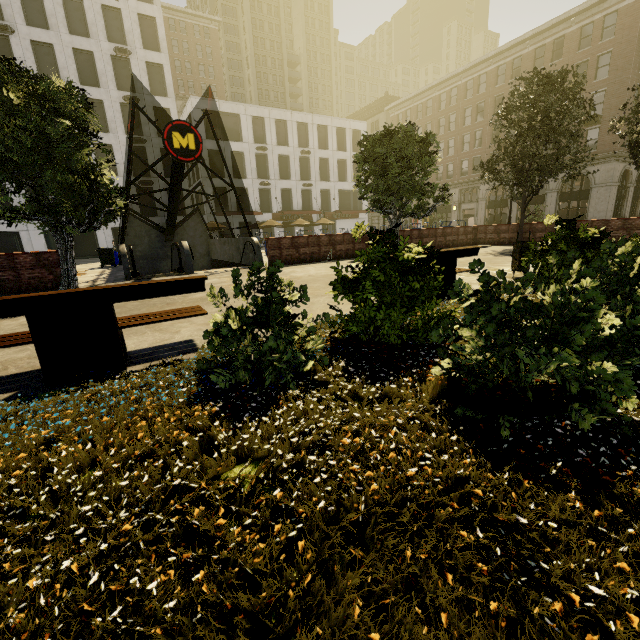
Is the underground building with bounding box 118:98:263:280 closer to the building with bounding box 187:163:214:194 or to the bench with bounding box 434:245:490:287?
the building with bounding box 187:163:214:194

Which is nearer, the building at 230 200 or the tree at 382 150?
the tree at 382 150

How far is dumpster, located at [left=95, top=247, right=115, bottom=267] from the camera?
18.66m

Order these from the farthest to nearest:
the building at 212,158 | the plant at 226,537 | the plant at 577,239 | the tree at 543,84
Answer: the building at 212,158
the tree at 543,84
the plant at 577,239
the plant at 226,537

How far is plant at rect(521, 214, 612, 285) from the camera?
5.3 meters

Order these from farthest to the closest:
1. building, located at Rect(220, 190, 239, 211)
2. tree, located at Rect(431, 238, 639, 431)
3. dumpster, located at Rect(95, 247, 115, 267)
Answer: building, located at Rect(220, 190, 239, 211)
dumpster, located at Rect(95, 247, 115, 267)
tree, located at Rect(431, 238, 639, 431)

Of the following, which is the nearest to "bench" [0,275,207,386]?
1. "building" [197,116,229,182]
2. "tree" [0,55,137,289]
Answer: "tree" [0,55,137,289]

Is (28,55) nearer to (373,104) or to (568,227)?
(568,227)
